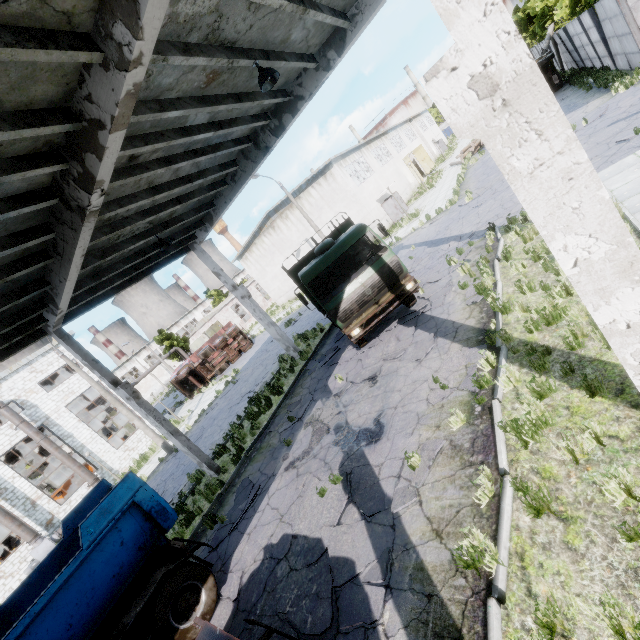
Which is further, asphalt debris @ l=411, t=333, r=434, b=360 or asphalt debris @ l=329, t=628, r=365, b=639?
asphalt debris @ l=411, t=333, r=434, b=360

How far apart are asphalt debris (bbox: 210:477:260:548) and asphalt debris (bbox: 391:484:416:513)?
4.77m

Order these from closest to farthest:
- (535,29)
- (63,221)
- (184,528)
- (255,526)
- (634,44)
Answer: (63,221) < (255,526) < (184,528) < (634,44) < (535,29)

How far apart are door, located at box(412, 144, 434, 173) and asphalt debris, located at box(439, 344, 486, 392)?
44.6 meters

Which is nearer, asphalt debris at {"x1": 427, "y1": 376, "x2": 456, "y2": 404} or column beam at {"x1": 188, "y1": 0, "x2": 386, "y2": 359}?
asphalt debris at {"x1": 427, "y1": 376, "x2": 456, "y2": 404}

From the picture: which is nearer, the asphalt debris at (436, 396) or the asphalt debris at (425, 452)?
the asphalt debris at (425, 452)

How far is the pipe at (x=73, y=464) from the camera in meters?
21.7 m

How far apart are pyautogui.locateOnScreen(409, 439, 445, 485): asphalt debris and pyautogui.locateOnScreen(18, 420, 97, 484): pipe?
25.6 meters
